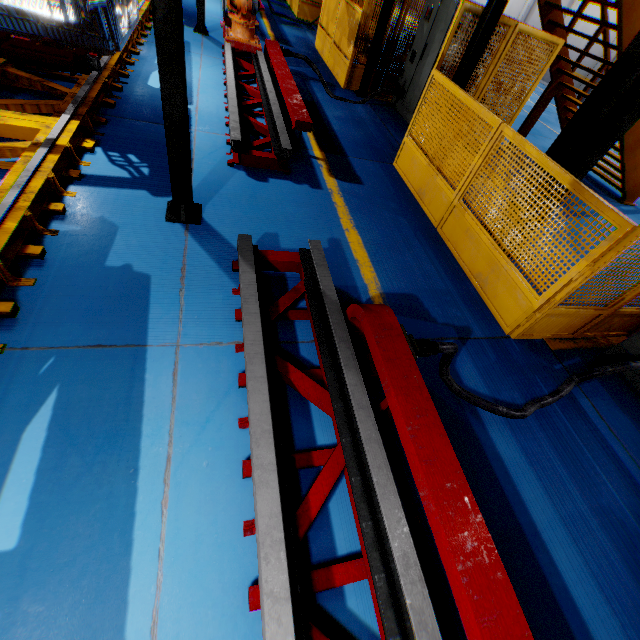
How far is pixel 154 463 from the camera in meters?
2.0 m

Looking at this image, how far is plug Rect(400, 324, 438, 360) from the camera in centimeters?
239cm

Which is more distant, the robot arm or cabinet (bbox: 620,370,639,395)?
the robot arm

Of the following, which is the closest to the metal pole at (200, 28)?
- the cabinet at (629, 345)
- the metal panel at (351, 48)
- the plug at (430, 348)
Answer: the metal panel at (351, 48)

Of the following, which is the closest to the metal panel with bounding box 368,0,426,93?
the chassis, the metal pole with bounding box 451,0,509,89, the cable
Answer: the metal pole with bounding box 451,0,509,89

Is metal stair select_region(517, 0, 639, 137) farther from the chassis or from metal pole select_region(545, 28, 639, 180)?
the chassis

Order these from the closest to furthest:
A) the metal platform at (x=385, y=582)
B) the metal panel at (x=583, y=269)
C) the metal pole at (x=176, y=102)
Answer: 1. the metal platform at (x=385, y=582)
2. the metal pole at (x=176, y=102)
3. the metal panel at (x=583, y=269)

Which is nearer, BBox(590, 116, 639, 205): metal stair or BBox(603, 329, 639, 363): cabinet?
BBox(603, 329, 639, 363): cabinet
